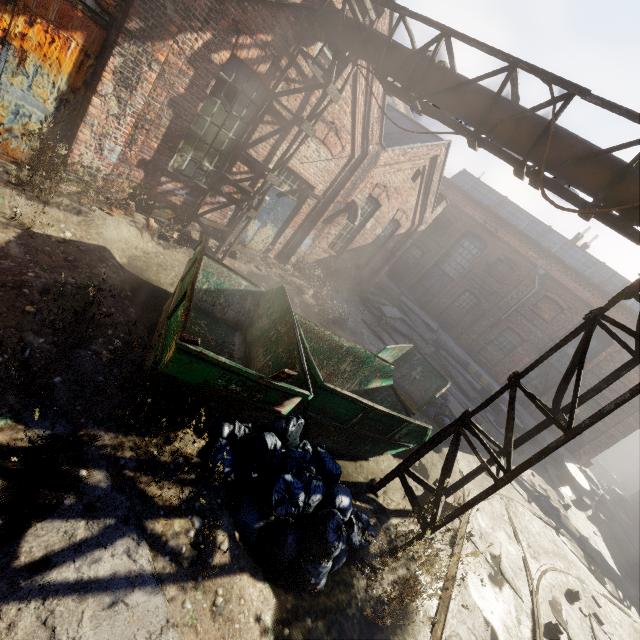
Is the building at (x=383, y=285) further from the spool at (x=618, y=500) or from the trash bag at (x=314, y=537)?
the trash bag at (x=314, y=537)

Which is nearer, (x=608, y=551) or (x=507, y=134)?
(x=507, y=134)

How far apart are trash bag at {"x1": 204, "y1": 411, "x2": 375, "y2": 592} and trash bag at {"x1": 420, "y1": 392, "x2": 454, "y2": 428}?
6.26m

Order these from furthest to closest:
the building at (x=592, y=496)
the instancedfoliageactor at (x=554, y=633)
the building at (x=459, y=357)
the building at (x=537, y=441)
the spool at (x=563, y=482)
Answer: the building at (x=459, y=357), the building at (x=537, y=441), the building at (x=592, y=496), the spool at (x=563, y=482), the instancedfoliageactor at (x=554, y=633)

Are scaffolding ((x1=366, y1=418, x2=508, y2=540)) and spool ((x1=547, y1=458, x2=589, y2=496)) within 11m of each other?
no

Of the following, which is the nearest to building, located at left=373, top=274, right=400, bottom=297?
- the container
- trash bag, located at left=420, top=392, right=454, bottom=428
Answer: trash bag, located at left=420, top=392, right=454, bottom=428

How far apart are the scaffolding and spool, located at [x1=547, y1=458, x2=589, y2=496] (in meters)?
14.21

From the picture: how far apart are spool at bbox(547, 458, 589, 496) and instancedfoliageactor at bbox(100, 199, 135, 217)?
20.5 meters
